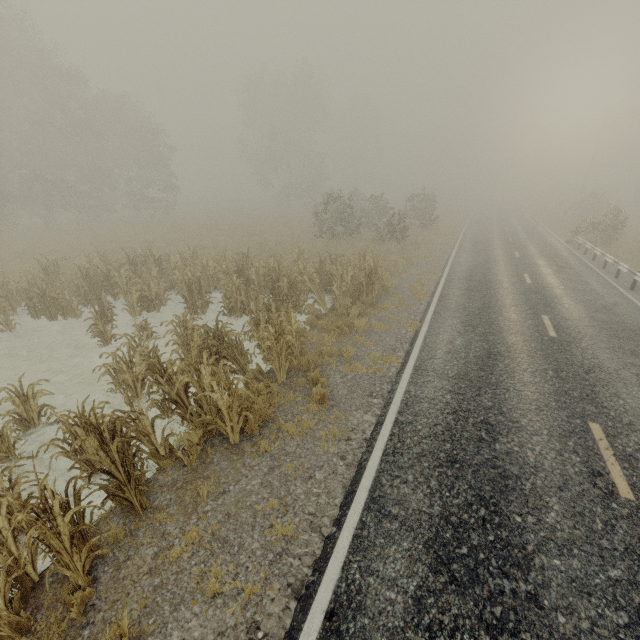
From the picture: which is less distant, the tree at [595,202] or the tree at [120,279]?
the tree at [120,279]

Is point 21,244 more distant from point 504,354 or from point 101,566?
point 504,354

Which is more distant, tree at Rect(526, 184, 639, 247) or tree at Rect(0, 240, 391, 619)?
tree at Rect(526, 184, 639, 247)
